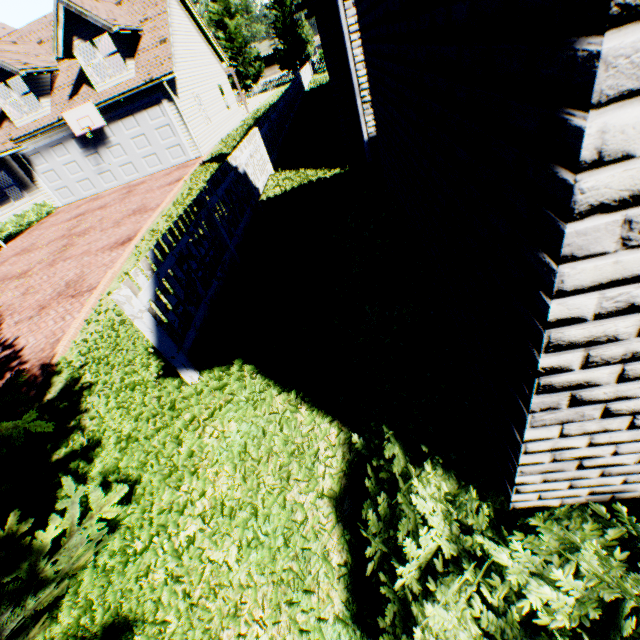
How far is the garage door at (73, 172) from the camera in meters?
15.9 m

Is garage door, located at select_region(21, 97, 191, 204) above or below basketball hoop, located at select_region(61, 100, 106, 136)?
below

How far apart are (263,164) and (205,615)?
9.7m

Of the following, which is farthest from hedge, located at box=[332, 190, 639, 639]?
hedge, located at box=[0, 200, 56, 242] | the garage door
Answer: hedge, located at box=[0, 200, 56, 242]

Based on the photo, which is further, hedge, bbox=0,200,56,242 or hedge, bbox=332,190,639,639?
hedge, bbox=0,200,56,242

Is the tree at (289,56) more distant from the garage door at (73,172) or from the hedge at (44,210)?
the garage door at (73,172)

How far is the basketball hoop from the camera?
15.09m

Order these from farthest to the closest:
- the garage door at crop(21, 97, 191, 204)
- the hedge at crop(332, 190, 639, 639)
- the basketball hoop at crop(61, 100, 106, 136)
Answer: the garage door at crop(21, 97, 191, 204)
the basketball hoop at crop(61, 100, 106, 136)
the hedge at crop(332, 190, 639, 639)
